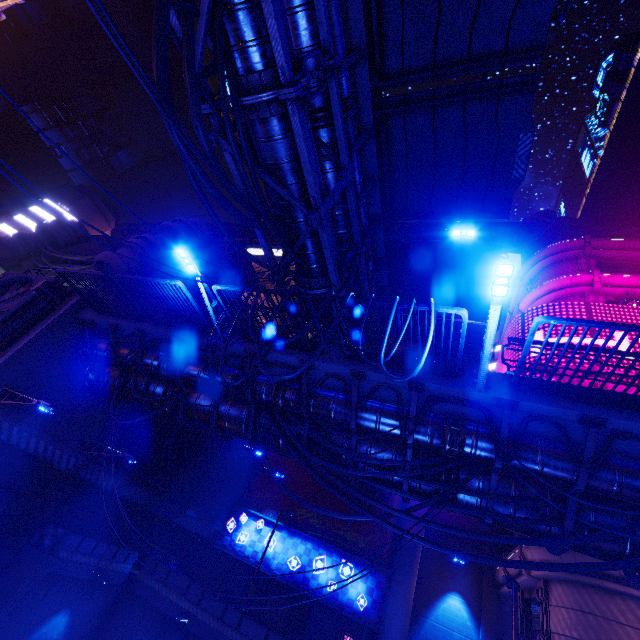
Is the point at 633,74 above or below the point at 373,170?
above

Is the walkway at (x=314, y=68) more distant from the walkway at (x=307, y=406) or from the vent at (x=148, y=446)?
the vent at (x=148, y=446)

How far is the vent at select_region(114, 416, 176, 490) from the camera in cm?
1734

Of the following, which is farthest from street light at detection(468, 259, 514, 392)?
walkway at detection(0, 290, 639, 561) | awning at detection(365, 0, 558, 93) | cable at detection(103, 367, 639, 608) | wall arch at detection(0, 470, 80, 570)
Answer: wall arch at detection(0, 470, 80, 570)

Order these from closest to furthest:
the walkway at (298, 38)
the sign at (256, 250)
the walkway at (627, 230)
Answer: the walkway at (298, 38) < the walkway at (627, 230) < the sign at (256, 250)

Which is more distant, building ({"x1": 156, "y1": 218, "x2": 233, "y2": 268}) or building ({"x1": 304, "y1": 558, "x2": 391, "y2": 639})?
building ({"x1": 156, "y1": 218, "x2": 233, "y2": 268})

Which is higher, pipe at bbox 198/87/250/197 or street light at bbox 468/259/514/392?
pipe at bbox 198/87/250/197

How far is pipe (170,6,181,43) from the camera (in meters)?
5.68
